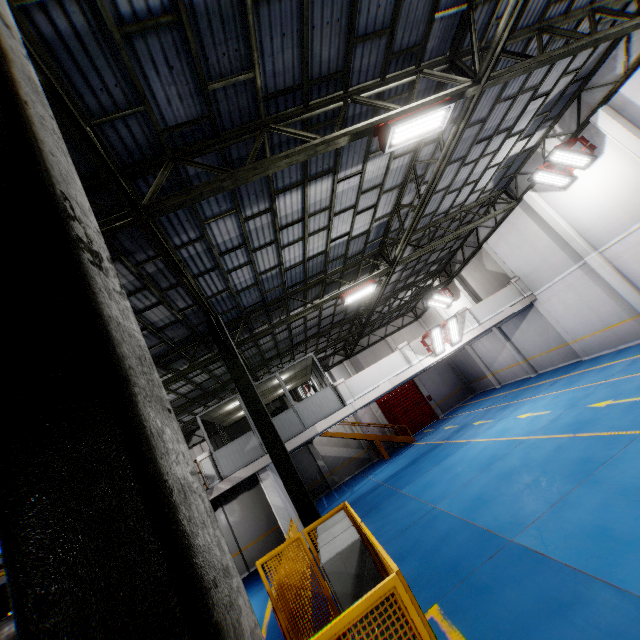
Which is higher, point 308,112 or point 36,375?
point 308,112

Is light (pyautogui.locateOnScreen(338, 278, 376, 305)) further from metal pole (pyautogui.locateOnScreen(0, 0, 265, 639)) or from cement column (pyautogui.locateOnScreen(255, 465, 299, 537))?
metal pole (pyautogui.locateOnScreen(0, 0, 265, 639))

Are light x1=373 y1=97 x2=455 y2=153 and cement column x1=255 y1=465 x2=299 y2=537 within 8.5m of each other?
no

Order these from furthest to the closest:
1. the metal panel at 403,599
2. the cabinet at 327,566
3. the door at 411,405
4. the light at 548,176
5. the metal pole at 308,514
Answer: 1. the door at 411,405
2. the light at 548,176
3. the metal pole at 308,514
4. the cabinet at 327,566
5. the metal panel at 403,599

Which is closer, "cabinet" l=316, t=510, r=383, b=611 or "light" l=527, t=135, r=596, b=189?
"cabinet" l=316, t=510, r=383, b=611

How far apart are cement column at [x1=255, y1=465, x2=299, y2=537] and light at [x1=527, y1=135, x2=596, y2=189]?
16.8 meters

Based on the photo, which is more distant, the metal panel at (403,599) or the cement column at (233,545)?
the cement column at (233,545)

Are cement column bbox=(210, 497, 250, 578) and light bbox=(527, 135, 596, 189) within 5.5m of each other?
no
